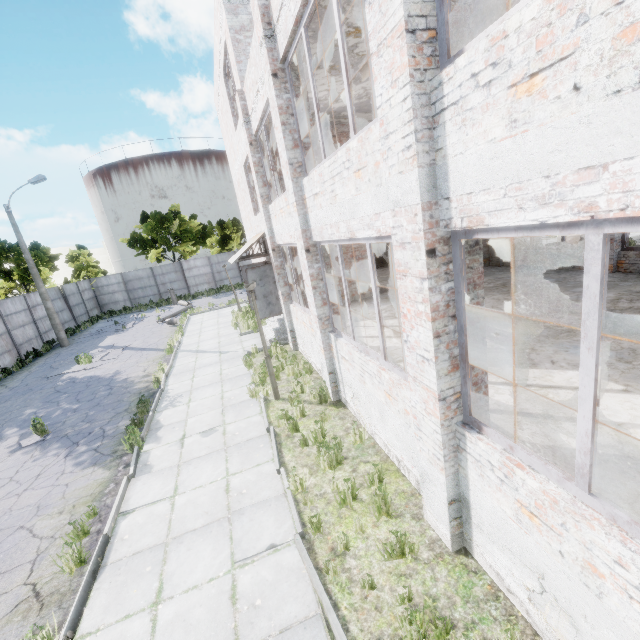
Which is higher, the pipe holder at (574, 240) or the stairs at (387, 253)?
the stairs at (387, 253)

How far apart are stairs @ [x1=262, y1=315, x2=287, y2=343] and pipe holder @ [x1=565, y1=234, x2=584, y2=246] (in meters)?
21.01

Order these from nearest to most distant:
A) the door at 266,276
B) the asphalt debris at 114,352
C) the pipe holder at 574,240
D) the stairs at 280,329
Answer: the door at 266,276
the stairs at 280,329
the asphalt debris at 114,352
the pipe holder at 574,240

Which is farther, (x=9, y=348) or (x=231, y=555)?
(x=9, y=348)

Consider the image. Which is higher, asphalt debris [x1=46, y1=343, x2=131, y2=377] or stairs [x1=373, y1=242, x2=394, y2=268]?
stairs [x1=373, y1=242, x2=394, y2=268]

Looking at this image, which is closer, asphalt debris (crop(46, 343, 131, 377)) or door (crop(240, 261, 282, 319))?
door (crop(240, 261, 282, 319))

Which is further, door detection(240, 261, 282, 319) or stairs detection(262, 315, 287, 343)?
stairs detection(262, 315, 287, 343)

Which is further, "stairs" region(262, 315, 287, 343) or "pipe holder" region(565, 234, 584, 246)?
"pipe holder" region(565, 234, 584, 246)
